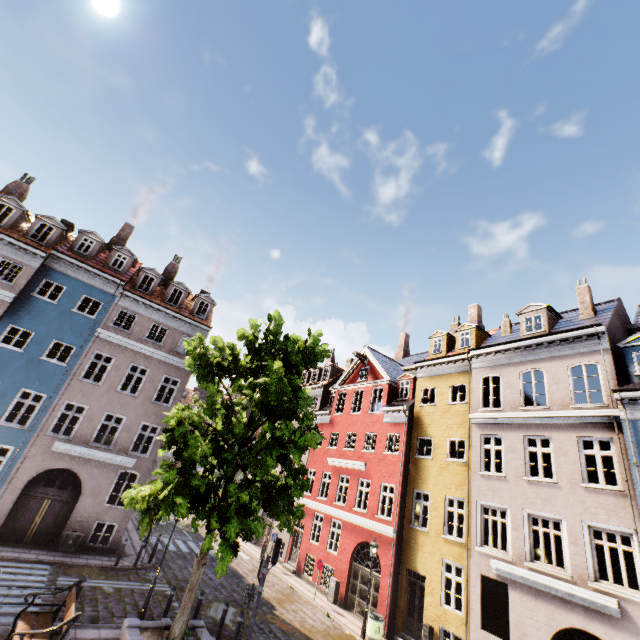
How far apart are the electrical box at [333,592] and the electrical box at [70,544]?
13.31m

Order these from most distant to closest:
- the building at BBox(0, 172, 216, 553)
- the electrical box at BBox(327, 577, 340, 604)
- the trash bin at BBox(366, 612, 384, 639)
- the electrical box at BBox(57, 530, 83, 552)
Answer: the electrical box at BBox(327, 577, 340, 604) < the building at BBox(0, 172, 216, 553) < the electrical box at BBox(57, 530, 83, 552) < the trash bin at BBox(366, 612, 384, 639)

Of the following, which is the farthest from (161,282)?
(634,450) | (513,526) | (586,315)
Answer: (634,450)

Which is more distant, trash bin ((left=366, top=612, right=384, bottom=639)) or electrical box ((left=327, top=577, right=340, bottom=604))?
electrical box ((left=327, top=577, right=340, bottom=604))

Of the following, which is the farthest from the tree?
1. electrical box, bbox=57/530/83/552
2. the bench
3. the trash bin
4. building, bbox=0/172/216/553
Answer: electrical box, bbox=57/530/83/552

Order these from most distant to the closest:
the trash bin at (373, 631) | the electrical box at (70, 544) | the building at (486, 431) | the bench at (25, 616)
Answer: the electrical box at (70, 544) → the trash bin at (373, 631) → the building at (486, 431) → the bench at (25, 616)

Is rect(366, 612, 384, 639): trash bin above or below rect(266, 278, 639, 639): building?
below

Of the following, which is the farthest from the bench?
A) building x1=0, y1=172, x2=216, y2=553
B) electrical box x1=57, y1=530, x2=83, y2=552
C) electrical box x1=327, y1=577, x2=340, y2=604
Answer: electrical box x1=327, y1=577, x2=340, y2=604
